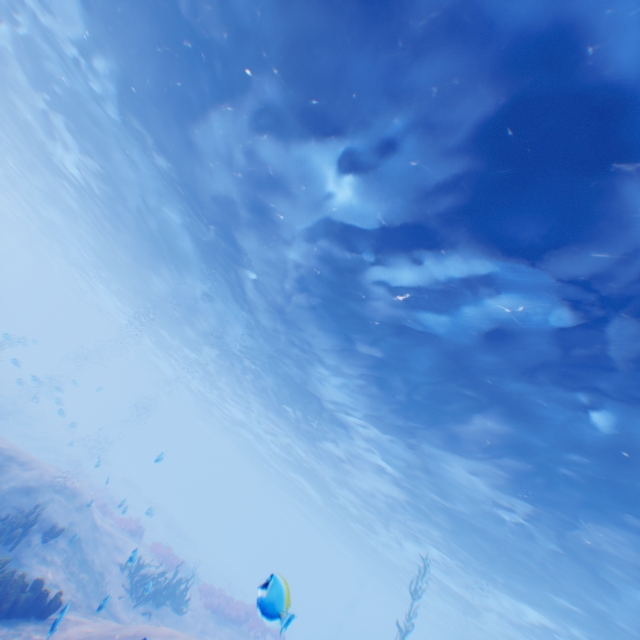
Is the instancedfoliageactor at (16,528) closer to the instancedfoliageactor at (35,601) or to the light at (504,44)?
the instancedfoliageactor at (35,601)

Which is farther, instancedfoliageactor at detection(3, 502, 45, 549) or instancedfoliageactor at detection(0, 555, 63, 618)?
instancedfoliageactor at detection(3, 502, 45, 549)

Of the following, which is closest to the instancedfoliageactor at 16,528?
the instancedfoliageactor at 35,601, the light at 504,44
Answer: the instancedfoliageactor at 35,601

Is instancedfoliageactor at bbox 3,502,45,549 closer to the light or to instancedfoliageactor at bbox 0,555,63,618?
instancedfoliageactor at bbox 0,555,63,618

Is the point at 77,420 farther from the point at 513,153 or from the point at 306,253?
the point at 513,153

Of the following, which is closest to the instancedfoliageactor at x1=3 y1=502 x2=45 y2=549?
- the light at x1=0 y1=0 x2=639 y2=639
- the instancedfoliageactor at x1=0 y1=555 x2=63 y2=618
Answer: the instancedfoliageactor at x1=0 y1=555 x2=63 y2=618

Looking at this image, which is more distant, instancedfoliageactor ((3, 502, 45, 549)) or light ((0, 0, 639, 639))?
instancedfoliageactor ((3, 502, 45, 549))
